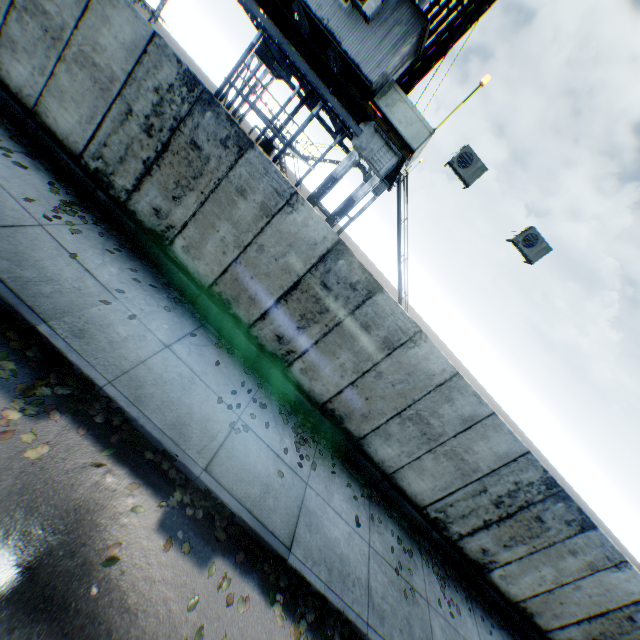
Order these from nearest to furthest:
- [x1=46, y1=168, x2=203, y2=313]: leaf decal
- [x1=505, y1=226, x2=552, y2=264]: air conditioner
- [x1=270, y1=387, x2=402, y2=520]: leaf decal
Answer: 1. [x1=46, y1=168, x2=203, y2=313]: leaf decal
2. [x1=270, y1=387, x2=402, y2=520]: leaf decal
3. [x1=505, y1=226, x2=552, y2=264]: air conditioner

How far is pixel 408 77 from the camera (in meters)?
14.84

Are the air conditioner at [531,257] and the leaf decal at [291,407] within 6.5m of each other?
no

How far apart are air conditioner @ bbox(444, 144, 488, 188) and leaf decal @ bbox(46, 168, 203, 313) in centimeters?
717cm

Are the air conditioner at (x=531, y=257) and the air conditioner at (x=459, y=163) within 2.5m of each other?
yes

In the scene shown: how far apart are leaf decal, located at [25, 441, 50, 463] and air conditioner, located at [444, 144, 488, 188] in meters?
8.9

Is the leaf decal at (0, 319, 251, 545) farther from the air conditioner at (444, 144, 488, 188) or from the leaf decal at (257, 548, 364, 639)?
the air conditioner at (444, 144, 488, 188)

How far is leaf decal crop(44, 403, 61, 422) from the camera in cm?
396
